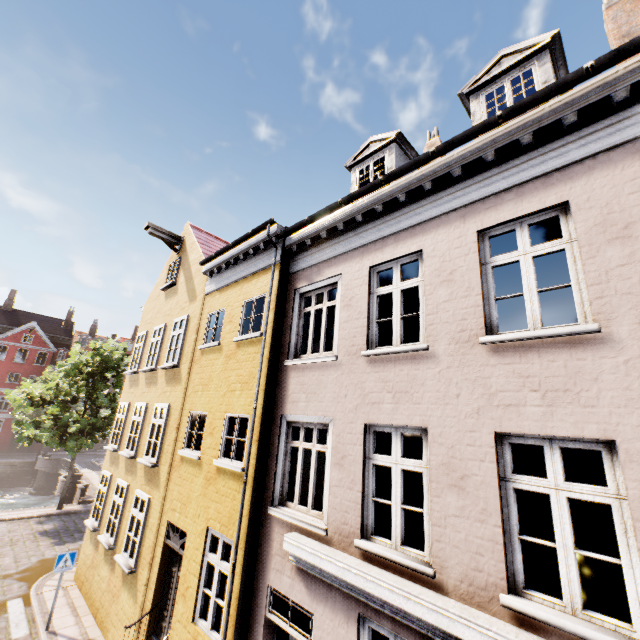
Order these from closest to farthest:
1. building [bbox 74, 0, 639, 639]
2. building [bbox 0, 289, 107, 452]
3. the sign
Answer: building [bbox 74, 0, 639, 639] < the sign < building [bbox 0, 289, 107, 452]

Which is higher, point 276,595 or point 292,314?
point 292,314

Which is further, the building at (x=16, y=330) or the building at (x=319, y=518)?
the building at (x=16, y=330)

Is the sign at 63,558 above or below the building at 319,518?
below

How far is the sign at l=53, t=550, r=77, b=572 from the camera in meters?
9.5

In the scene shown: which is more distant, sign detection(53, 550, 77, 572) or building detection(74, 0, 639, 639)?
sign detection(53, 550, 77, 572)

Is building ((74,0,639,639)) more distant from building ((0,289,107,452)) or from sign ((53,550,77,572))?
building ((0,289,107,452))

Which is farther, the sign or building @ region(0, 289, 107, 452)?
building @ region(0, 289, 107, 452)
